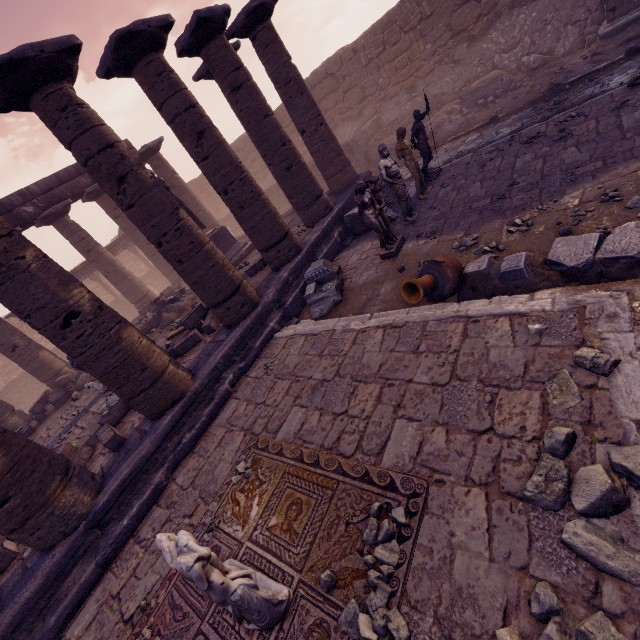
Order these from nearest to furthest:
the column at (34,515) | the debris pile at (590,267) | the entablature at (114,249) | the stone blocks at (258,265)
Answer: the debris pile at (590,267) → the column at (34,515) → the stone blocks at (258,265) → the entablature at (114,249)

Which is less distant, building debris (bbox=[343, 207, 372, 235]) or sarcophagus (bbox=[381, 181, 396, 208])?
building debris (bbox=[343, 207, 372, 235])

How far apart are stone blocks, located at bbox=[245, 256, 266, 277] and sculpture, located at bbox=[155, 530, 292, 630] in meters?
7.6

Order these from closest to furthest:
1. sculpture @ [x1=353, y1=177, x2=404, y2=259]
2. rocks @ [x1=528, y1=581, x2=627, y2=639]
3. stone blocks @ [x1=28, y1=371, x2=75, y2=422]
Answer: rocks @ [x1=528, y1=581, x2=627, y2=639]
sculpture @ [x1=353, y1=177, x2=404, y2=259]
stone blocks @ [x1=28, y1=371, x2=75, y2=422]

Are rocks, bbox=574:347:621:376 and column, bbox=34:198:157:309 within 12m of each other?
no

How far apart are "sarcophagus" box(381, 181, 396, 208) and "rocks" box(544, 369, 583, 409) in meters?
7.8

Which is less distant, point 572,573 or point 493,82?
point 572,573

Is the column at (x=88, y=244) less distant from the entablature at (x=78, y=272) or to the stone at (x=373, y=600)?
the entablature at (x=78, y=272)
